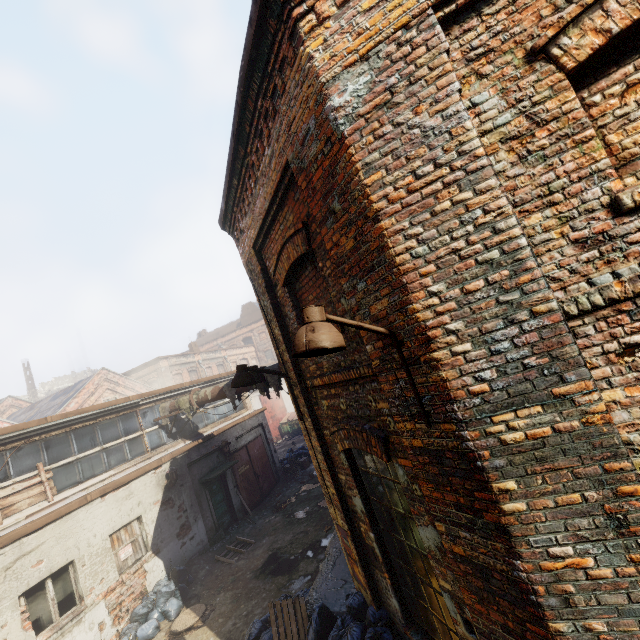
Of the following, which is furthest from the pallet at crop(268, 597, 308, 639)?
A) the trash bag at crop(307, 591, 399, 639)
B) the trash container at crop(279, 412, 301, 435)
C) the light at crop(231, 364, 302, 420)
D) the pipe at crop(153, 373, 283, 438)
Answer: the trash container at crop(279, 412, 301, 435)

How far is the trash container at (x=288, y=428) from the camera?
27.5m

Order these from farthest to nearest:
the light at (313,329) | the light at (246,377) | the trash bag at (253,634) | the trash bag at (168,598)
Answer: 1. the trash bag at (168,598)
2. the trash bag at (253,634)
3. the light at (246,377)
4. the light at (313,329)

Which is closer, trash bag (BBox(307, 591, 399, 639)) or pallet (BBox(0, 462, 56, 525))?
trash bag (BBox(307, 591, 399, 639))

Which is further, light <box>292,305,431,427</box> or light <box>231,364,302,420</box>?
light <box>231,364,302,420</box>

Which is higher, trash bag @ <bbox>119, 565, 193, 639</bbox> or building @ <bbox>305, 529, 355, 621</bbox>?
building @ <bbox>305, 529, 355, 621</bbox>

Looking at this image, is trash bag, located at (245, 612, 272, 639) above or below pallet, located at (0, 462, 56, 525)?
below

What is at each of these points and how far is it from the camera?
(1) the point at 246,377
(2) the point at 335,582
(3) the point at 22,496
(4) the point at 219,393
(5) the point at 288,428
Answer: (1) light, 5.2m
(2) building, 6.3m
(3) pallet, 8.0m
(4) pipe, 11.4m
(5) trash container, 28.0m
